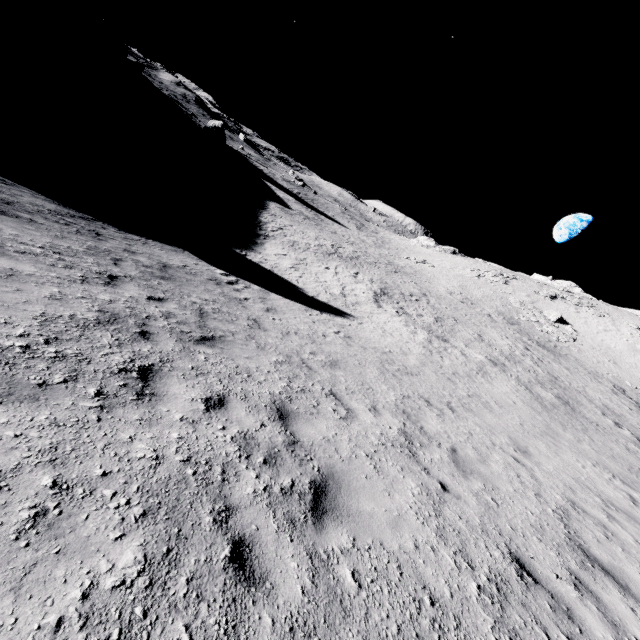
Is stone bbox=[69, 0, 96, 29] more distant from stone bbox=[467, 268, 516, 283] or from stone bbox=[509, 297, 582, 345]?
stone bbox=[509, 297, 582, 345]

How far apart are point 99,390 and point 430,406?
8.6m

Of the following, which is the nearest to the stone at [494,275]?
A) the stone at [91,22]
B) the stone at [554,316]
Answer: the stone at [554,316]

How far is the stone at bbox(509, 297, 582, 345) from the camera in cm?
3856

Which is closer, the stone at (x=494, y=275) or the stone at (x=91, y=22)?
the stone at (x=494, y=275)

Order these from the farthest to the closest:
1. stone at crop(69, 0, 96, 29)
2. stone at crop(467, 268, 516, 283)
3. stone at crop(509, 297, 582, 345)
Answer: stone at crop(69, 0, 96, 29) → stone at crop(467, 268, 516, 283) → stone at crop(509, 297, 582, 345)
